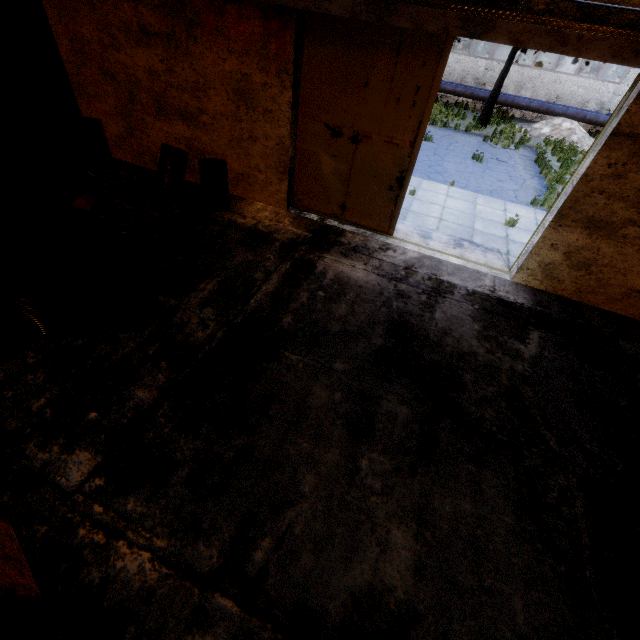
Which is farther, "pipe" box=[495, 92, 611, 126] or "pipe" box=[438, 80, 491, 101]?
"pipe" box=[438, 80, 491, 101]

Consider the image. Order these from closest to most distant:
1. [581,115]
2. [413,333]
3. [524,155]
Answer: [413,333] → [524,155] → [581,115]

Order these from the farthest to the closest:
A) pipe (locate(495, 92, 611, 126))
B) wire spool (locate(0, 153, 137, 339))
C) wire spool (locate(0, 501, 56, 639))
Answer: pipe (locate(495, 92, 611, 126)), wire spool (locate(0, 153, 137, 339)), wire spool (locate(0, 501, 56, 639))

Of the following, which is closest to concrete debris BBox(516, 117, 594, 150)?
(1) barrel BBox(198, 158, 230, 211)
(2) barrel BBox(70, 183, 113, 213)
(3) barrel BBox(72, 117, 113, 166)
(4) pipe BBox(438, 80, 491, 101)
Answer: (4) pipe BBox(438, 80, 491, 101)

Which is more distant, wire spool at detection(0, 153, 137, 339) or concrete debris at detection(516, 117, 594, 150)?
concrete debris at detection(516, 117, 594, 150)

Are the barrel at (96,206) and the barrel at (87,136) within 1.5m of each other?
no

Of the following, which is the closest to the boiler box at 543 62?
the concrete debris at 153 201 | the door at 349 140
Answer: the door at 349 140

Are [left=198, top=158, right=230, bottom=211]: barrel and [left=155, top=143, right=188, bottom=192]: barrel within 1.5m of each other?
yes
